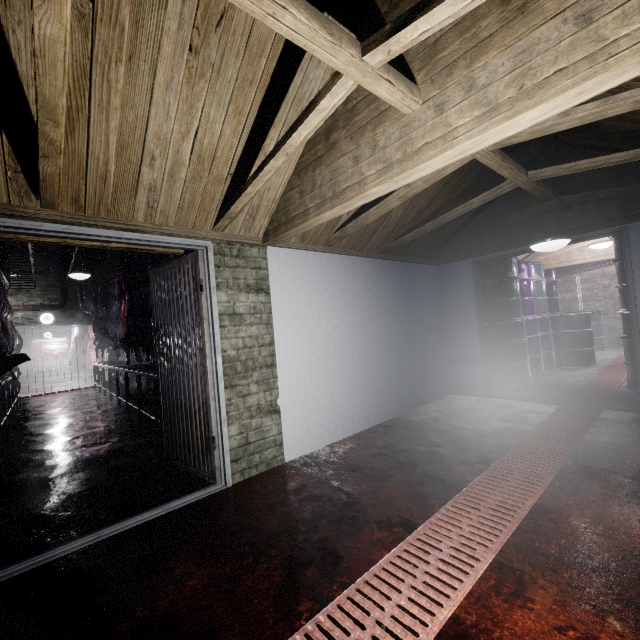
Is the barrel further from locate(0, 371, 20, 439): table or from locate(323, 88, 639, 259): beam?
locate(0, 371, 20, 439): table

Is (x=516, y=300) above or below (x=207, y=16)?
below

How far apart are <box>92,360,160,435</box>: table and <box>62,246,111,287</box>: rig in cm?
221

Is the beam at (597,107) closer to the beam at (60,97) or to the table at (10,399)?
the beam at (60,97)

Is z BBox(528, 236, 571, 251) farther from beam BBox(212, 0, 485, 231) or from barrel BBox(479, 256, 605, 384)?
barrel BBox(479, 256, 605, 384)

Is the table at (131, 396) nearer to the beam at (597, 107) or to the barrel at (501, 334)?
the beam at (597, 107)

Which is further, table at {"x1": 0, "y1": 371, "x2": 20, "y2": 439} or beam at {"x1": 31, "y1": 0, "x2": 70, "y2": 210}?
table at {"x1": 0, "y1": 371, "x2": 20, "y2": 439}

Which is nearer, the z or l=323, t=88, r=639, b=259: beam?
l=323, t=88, r=639, b=259: beam
